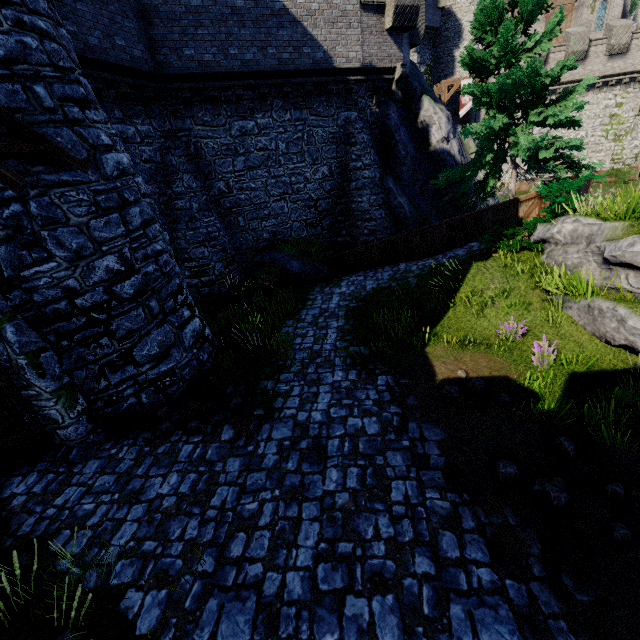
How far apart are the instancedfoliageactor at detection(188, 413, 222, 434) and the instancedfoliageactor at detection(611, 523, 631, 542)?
6.1m

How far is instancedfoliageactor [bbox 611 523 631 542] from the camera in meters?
3.8 m

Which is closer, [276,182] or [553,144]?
[553,144]

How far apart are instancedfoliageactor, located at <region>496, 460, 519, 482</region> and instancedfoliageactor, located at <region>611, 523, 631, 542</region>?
1.0m

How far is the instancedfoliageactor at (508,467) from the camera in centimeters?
470cm

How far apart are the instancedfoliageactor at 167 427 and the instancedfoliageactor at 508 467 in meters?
5.9 m

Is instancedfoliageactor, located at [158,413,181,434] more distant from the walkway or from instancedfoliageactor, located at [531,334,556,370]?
the walkway

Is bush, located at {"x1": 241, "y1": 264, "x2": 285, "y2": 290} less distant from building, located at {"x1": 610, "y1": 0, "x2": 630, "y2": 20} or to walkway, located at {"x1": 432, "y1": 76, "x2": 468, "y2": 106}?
walkway, located at {"x1": 432, "y1": 76, "x2": 468, "y2": 106}
